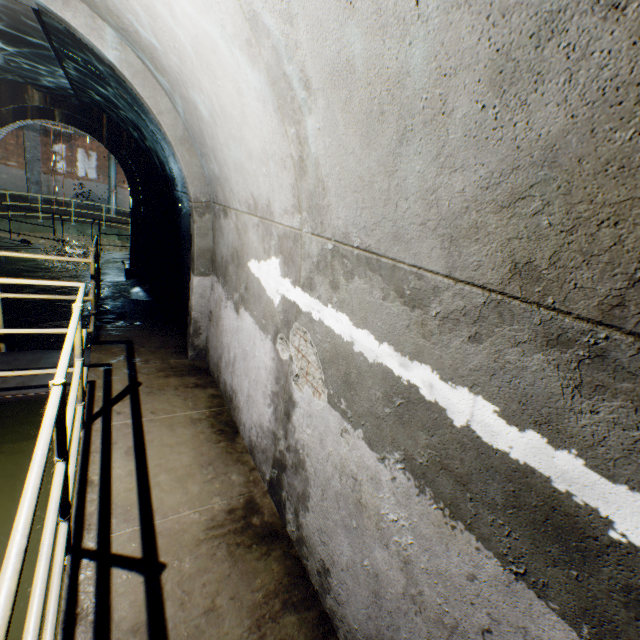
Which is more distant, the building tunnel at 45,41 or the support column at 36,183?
the support column at 36,183

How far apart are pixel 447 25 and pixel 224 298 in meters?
3.4 m

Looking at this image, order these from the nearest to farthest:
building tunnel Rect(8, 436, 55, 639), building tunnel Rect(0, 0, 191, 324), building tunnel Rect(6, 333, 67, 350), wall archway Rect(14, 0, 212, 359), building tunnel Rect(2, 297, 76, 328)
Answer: building tunnel Rect(8, 436, 55, 639)
wall archway Rect(14, 0, 212, 359)
building tunnel Rect(0, 0, 191, 324)
building tunnel Rect(6, 333, 67, 350)
building tunnel Rect(2, 297, 76, 328)

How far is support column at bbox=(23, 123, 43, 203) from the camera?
17.8 meters

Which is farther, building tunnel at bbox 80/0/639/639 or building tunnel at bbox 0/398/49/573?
building tunnel at bbox 0/398/49/573

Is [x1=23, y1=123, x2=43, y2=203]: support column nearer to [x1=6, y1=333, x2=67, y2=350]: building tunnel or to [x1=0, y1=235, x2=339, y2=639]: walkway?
[x1=6, y1=333, x2=67, y2=350]: building tunnel

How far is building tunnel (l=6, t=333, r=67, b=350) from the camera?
5.8m
